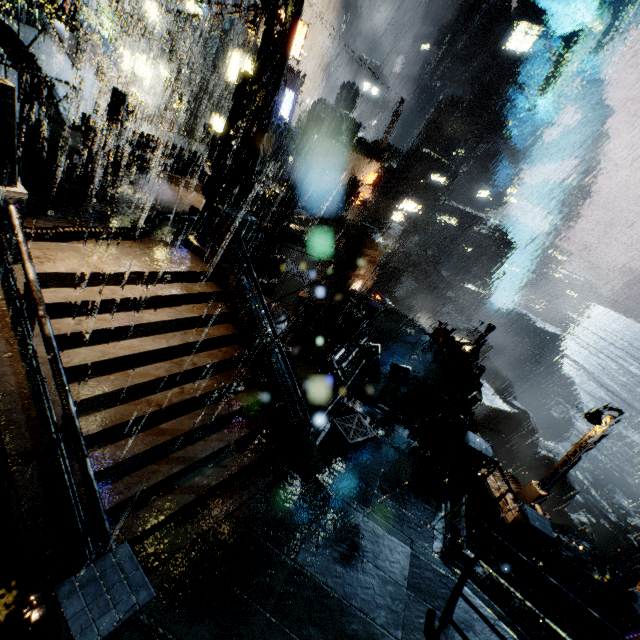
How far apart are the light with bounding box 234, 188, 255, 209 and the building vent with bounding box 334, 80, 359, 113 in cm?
5242

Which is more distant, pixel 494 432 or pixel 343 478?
pixel 494 432

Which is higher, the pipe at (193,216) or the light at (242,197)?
the light at (242,197)

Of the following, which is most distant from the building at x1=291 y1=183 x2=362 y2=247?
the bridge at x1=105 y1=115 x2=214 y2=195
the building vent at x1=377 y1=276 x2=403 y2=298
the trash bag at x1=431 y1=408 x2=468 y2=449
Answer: the building vent at x1=377 y1=276 x2=403 y2=298

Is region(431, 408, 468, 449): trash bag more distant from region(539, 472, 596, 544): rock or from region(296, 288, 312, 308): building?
region(539, 472, 596, 544): rock

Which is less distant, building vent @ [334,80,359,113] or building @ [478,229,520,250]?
building vent @ [334,80,359,113]

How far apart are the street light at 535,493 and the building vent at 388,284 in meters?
36.1

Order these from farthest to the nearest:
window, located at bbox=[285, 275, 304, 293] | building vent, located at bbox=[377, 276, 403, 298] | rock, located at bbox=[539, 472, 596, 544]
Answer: building vent, located at bbox=[377, 276, 403, 298]
rock, located at bbox=[539, 472, 596, 544]
window, located at bbox=[285, 275, 304, 293]
